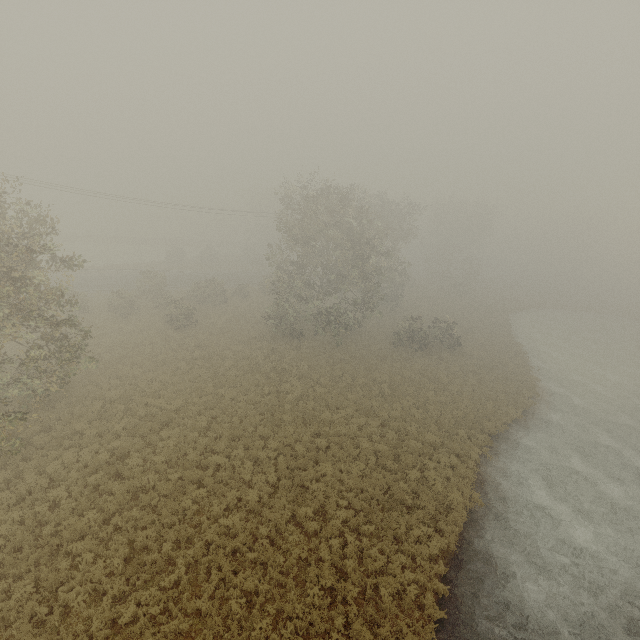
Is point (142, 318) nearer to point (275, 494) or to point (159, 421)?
point (159, 421)
